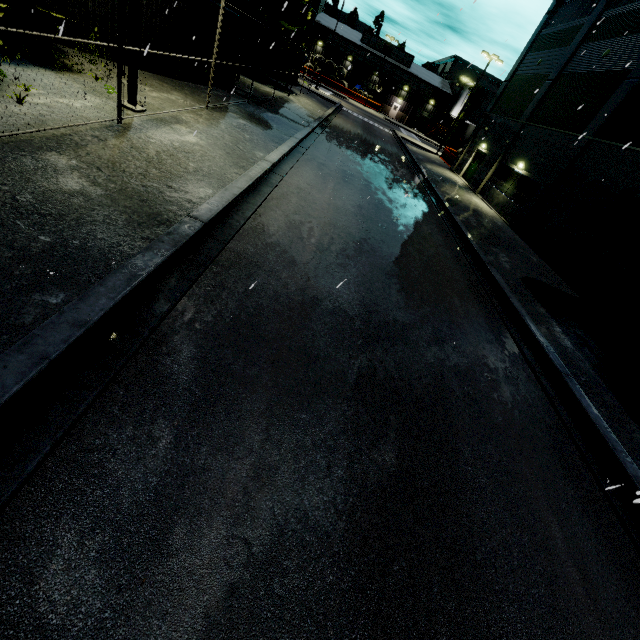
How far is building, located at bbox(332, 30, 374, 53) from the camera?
59.1 meters

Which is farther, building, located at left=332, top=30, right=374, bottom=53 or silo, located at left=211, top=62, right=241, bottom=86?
building, located at left=332, top=30, right=374, bottom=53

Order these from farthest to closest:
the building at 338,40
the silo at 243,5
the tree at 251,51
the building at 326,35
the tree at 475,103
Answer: the building at 338,40 → the building at 326,35 → the tree at 475,103 → the tree at 251,51 → the silo at 243,5

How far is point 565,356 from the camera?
→ 8.4m

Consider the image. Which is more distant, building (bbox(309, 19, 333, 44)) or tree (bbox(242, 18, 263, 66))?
building (bbox(309, 19, 333, 44))

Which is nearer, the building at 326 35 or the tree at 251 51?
the tree at 251 51

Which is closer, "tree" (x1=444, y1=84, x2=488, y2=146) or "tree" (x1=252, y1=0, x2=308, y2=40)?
"tree" (x1=252, y1=0, x2=308, y2=40)

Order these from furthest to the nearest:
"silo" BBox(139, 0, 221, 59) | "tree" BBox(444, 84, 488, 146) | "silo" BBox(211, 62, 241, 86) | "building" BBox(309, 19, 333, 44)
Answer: "building" BBox(309, 19, 333, 44) < "tree" BBox(444, 84, 488, 146) < "silo" BBox(211, 62, 241, 86) < "silo" BBox(139, 0, 221, 59)
